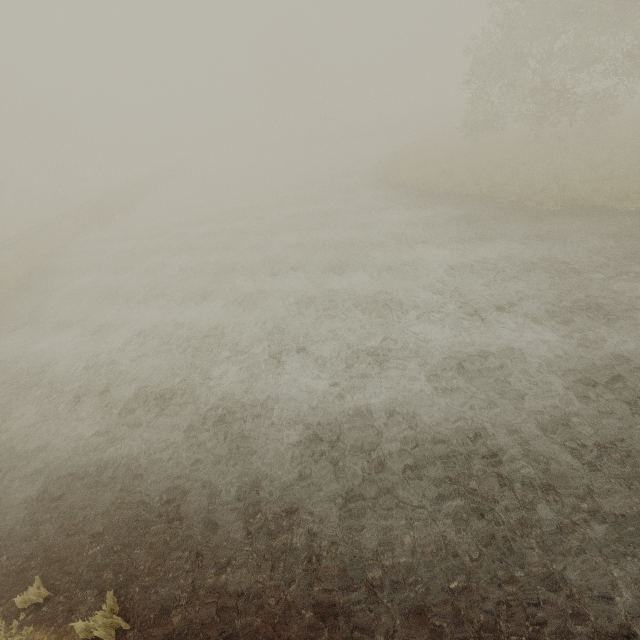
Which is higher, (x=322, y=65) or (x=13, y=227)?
(x=322, y=65)
